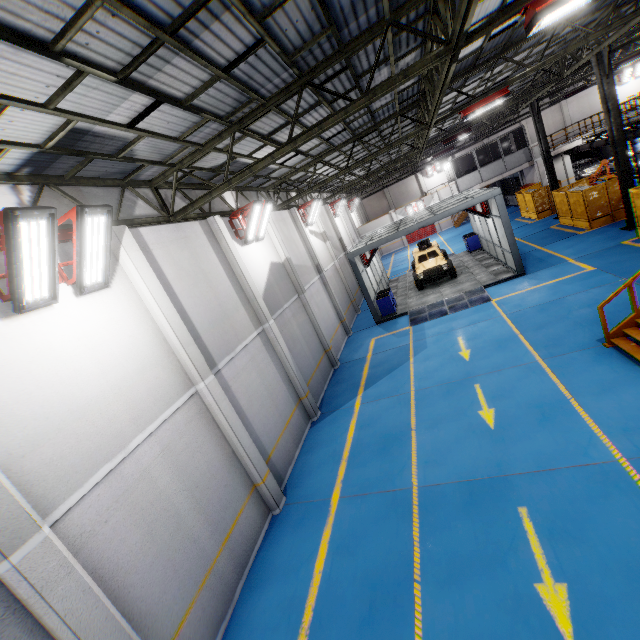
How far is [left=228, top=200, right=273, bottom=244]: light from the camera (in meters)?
11.25

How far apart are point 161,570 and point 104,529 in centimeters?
136cm

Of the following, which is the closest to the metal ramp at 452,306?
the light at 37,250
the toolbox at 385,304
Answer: the toolbox at 385,304

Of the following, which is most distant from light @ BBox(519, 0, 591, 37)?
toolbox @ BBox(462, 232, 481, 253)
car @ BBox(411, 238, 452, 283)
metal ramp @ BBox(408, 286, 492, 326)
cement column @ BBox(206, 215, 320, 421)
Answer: toolbox @ BBox(462, 232, 481, 253)

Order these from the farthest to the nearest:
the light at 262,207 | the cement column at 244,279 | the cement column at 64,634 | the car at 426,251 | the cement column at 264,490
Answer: the car at 426,251
the light at 262,207
the cement column at 244,279
the cement column at 264,490
the cement column at 64,634

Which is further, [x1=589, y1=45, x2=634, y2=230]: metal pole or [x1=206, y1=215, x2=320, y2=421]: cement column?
[x1=589, y1=45, x2=634, y2=230]: metal pole

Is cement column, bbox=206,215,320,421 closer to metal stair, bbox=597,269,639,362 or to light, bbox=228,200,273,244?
light, bbox=228,200,273,244

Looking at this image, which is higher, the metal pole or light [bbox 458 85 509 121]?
light [bbox 458 85 509 121]
